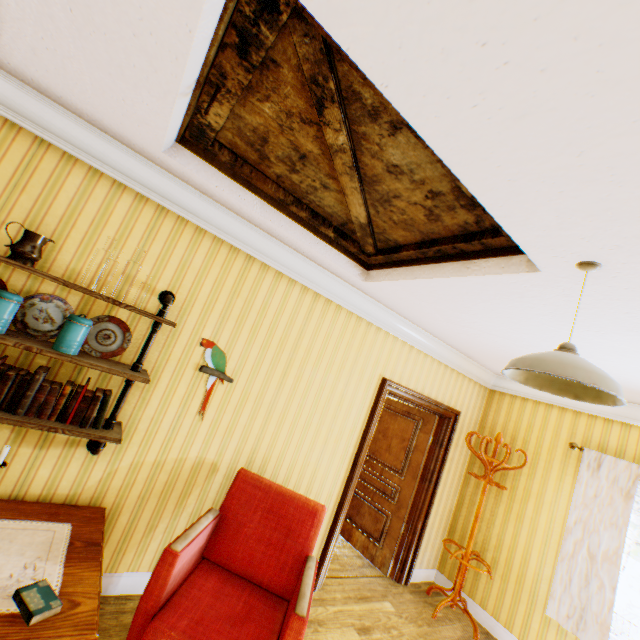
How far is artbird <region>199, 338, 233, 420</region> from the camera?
2.78m

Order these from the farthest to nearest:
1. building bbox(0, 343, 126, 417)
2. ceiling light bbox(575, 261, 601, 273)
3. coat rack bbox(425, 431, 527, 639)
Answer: coat rack bbox(425, 431, 527, 639), building bbox(0, 343, 126, 417), ceiling light bbox(575, 261, 601, 273)

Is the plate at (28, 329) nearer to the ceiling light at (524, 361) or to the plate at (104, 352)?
the plate at (104, 352)

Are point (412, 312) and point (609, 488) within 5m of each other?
yes

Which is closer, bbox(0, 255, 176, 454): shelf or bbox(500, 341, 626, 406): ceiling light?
bbox(500, 341, 626, 406): ceiling light

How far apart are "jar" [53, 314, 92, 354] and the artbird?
0.80m

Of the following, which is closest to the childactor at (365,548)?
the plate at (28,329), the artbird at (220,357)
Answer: the artbird at (220,357)

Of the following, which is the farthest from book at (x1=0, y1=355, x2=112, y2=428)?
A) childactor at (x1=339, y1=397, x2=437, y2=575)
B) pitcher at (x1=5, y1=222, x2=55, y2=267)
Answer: childactor at (x1=339, y1=397, x2=437, y2=575)
